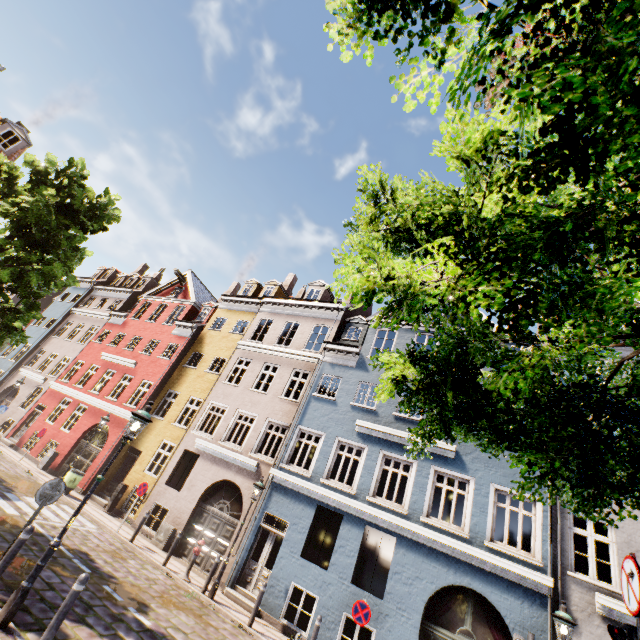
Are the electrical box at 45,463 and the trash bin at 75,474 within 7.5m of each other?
yes

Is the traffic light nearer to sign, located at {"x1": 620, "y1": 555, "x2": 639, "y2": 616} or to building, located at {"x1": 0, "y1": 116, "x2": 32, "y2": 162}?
sign, located at {"x1": 620, "y1": 555, "x2": 639, "y2": 616}

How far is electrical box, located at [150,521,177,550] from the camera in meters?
13.6

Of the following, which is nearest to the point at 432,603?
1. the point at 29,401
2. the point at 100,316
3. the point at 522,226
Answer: the point at 522,226

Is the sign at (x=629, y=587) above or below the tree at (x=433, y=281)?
below

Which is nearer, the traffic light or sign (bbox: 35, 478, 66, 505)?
the traffic light

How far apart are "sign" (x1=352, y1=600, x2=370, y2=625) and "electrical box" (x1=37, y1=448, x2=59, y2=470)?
18.79m

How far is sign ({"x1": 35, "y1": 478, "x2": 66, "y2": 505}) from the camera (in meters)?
6.61
